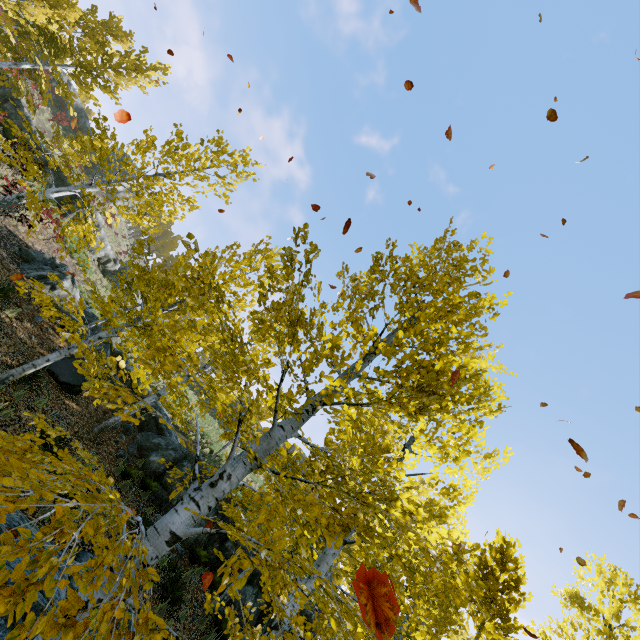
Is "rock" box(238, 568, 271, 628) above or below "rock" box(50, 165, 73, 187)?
below

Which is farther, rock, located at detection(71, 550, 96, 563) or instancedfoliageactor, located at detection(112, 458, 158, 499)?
instancedfoliageactor, located at detection(112, 458, 158, 499)

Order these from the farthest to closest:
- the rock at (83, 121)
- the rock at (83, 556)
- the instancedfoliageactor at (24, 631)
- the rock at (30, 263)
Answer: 1. the rock at (83, 121)
2. the rock at (30, 263)
3. the rock at (83, 556)
4. the instancedfoliageactor at (24, 631)

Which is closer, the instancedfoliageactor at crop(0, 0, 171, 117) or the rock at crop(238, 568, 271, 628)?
the rock at crop(238, 568, 271, 628)

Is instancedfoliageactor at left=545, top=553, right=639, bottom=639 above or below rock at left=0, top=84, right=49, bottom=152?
above

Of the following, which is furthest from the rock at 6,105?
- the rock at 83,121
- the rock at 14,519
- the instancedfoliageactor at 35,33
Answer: the rock at 14,519

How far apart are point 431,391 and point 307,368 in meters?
1.7
